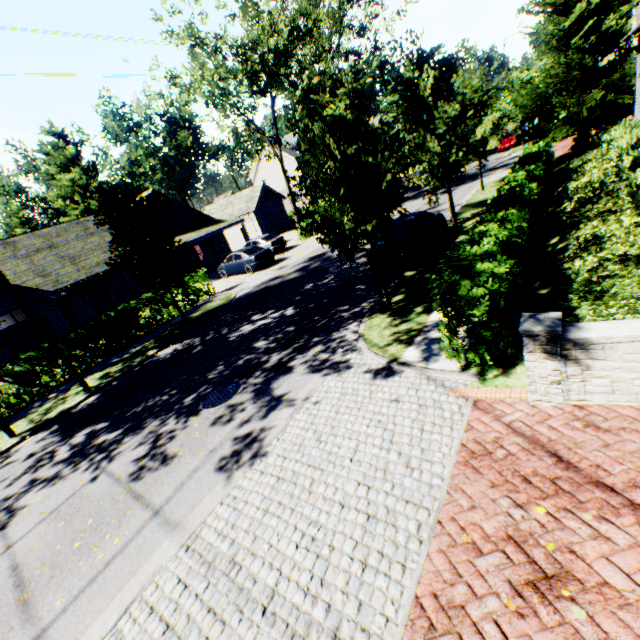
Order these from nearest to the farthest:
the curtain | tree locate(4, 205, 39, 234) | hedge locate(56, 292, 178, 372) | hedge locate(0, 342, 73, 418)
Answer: hedge locate(0, 342, 73, 418) < hedge locate(56, 292, 178, 372) < the curtain < tree locate(4, 205, 39, 234)

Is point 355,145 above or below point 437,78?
below

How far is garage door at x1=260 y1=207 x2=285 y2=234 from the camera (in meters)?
36.35

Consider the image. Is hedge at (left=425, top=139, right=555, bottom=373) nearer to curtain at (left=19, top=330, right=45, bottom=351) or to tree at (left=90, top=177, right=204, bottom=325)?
tree at (left=90, top=177, right=204, bottom=325)

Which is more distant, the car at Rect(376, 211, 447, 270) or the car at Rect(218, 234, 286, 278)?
the car at Rect(218, 234, 286, 278)

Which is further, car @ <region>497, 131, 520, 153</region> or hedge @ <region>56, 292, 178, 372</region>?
car @ <region>497, 131, 520, 153</region>

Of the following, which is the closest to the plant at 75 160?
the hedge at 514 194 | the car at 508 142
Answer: the car at 508 142

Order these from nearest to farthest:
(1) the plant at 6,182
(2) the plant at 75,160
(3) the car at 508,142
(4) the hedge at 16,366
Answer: (4) the hedge at 16,366 < (3) the car at 508,142 < (2) the plant at 75,160 < (1) the plant at 6,182
